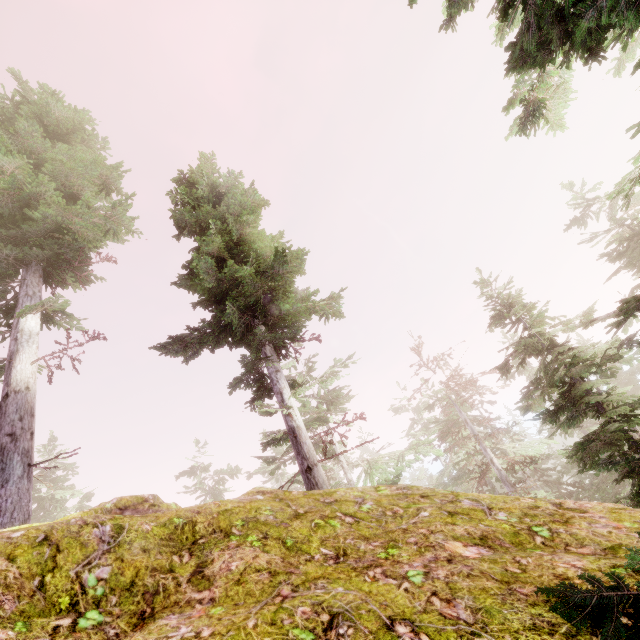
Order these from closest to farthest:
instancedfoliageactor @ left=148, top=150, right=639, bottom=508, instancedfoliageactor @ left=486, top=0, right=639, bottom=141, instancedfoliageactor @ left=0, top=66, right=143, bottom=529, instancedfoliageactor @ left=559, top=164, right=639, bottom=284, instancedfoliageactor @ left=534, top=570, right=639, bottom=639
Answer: instancedfoliageactor @ left=534, top=570, right=639, bottom=639, instancedfoliageactor @ left=486, top=0, right=639, bottom=141, instancedfoliageactor @ left=148, top=150, right=639, bottom=508, instancedfoliageactor @ left=559, top=164, right=639, bottom=284, instancedfoliageactor @ left=0, top=66, right=143, bottom=529

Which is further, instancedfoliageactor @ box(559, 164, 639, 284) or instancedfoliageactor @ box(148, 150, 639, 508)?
instancedfoliageactor @ box(559, 164, 639, 284)

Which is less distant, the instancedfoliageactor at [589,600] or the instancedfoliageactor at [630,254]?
the instancedfoliageactor at [589,600]

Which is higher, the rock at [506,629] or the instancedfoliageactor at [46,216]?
the instancedfoliageactor at [46,216]

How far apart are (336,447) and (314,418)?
2.1 meters

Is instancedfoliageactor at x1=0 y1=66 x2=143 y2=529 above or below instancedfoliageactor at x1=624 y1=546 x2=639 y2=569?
above
